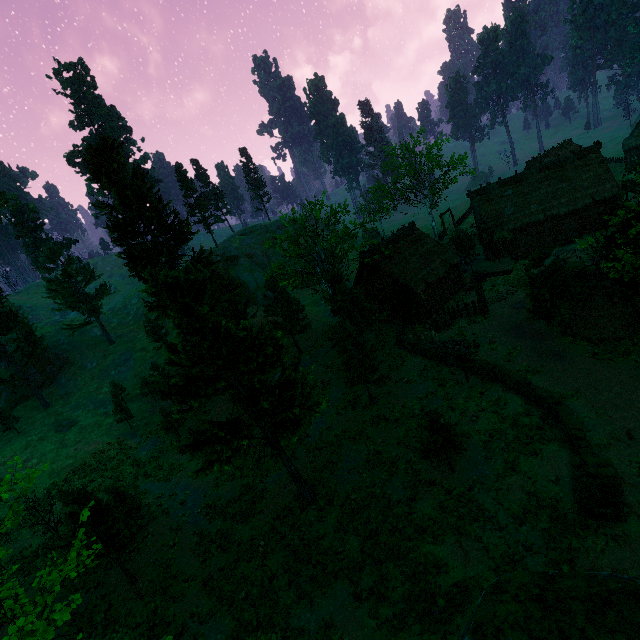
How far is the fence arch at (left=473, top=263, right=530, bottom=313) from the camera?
23.5 meters

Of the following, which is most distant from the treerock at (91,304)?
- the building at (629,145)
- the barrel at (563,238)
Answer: the barrel at (563,238)

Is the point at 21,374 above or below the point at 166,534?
above

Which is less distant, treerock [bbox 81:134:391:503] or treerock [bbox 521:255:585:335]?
treerock [bbox 81:134:391:503]

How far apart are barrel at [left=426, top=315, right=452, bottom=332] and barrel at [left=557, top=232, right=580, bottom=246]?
16.1m

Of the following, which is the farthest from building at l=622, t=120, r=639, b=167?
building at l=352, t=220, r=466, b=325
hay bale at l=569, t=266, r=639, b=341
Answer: building at l=352, t=220, r=466, b=325

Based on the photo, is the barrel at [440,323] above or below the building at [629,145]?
below

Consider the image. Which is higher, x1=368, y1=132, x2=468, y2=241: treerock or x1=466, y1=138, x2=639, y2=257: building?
x1=368, y1=132, x2=468, y2=241: treerock
